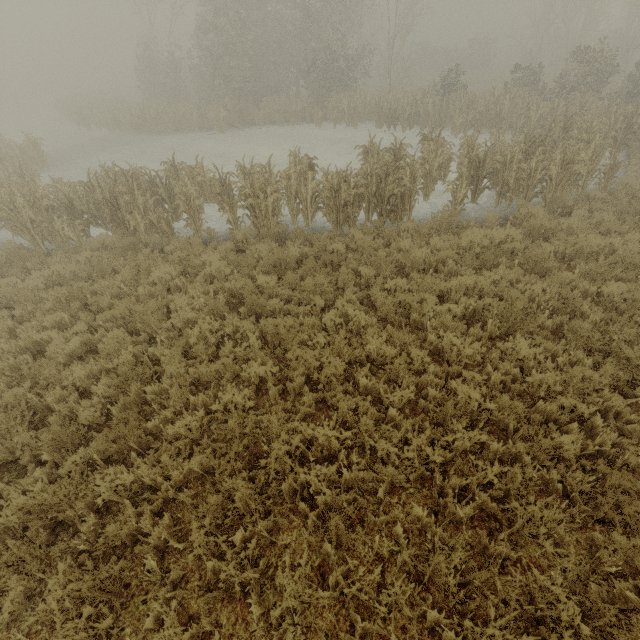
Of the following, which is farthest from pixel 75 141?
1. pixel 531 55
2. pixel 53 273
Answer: pixel 531 55
